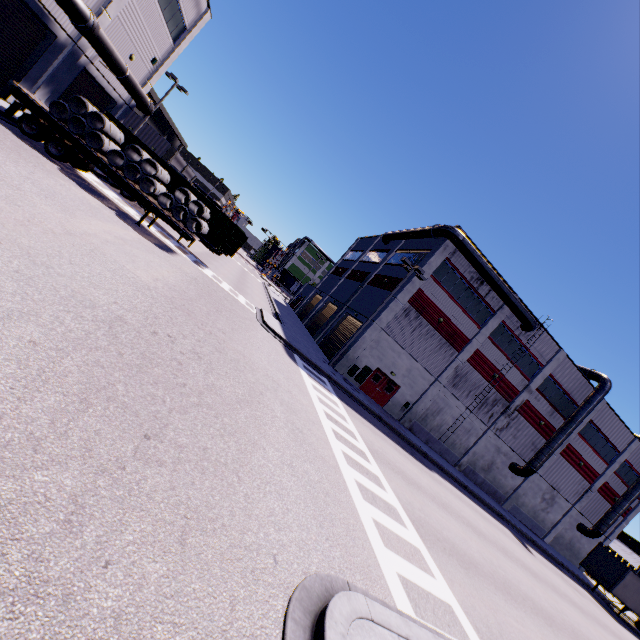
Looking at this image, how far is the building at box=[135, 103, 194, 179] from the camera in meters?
44.4

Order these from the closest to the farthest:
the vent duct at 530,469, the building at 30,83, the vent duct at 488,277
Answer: the building at 30,83 < the vent duct at 488,277 < the vent duct at 530,469

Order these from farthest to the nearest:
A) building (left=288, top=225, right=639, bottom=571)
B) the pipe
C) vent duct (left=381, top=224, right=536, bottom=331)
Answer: building (left=288, top=225, right=639, bottom=571), vent duct (left=381, top=224, right=536, bottom=331), the pipe

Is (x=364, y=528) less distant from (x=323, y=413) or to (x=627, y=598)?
(x=323, y=413)

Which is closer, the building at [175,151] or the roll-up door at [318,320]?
the roll-up door at [318,320]

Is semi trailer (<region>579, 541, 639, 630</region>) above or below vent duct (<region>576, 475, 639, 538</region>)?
below

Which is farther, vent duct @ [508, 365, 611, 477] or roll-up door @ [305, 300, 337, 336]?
roll-up door @ [305, 300, 337, 336]

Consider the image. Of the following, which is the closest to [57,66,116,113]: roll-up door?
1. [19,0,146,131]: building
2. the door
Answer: [19,0,146,131]: building
